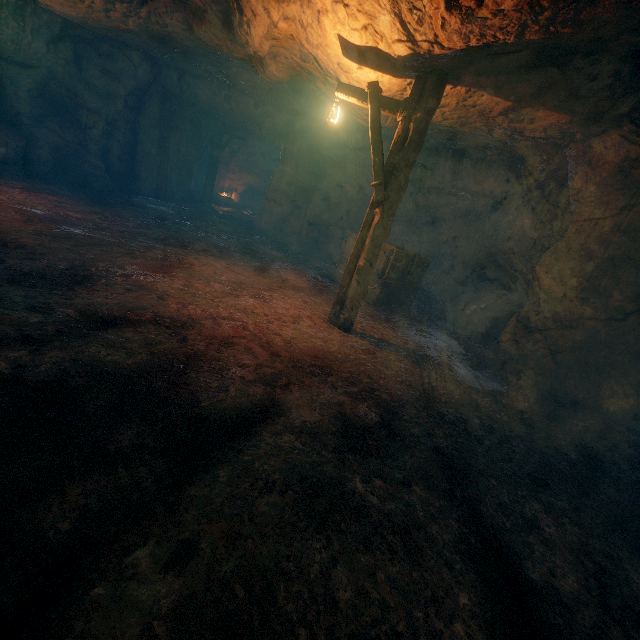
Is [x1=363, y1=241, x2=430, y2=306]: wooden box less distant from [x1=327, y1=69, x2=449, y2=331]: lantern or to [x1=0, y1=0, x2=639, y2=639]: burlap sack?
[x1=0, y1=0, x2=639, y2=639]: burlap sack

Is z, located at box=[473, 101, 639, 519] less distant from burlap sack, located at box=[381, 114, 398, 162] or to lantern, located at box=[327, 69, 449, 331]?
burlap sack, located at box=[381, 114, 398, 162]

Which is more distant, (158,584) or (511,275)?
(511,275)

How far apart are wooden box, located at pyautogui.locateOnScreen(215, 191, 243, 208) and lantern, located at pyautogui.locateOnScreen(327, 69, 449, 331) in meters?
18.2 m

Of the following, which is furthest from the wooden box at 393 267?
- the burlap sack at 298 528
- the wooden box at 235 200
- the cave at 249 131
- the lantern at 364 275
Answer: the wooden box at 235 200

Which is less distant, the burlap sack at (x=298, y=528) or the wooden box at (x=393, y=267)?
the burlap sack at (x=298, y=528)

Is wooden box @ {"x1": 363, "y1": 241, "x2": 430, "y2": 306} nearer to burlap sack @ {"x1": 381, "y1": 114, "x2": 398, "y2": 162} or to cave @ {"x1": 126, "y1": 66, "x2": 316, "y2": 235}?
burlap sack @ {"x1": 381, "y1": 114, "x2": 398, "y2": 162}
